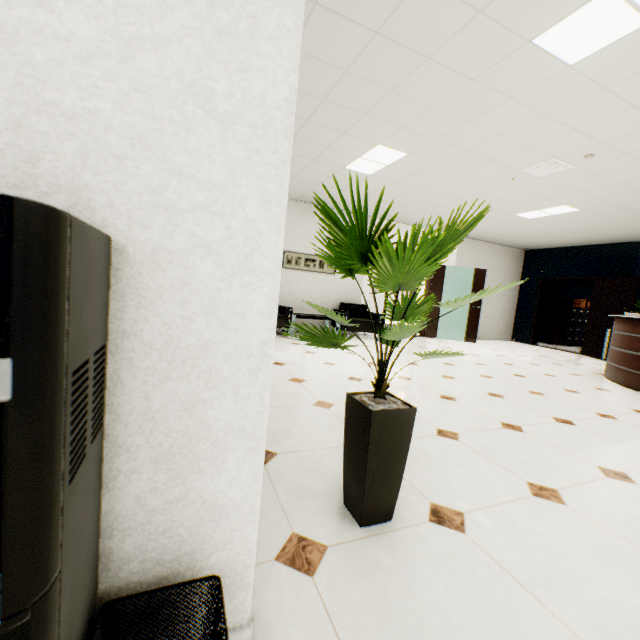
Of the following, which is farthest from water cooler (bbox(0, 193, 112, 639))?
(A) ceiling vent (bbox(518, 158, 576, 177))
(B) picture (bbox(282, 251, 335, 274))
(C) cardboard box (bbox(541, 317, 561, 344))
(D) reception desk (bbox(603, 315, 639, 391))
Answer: (C) cardboard box (bbox(541, 317, 561, 344))

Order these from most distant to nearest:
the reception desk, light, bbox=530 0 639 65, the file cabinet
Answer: the file cabinet, the reception desk, light, bbox=530 0 639 65

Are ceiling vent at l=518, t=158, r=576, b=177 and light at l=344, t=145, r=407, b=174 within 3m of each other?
yes

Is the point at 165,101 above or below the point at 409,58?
below

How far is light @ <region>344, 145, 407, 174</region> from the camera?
4.4m

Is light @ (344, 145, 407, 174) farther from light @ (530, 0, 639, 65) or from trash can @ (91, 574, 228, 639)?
trash can @ (91, 574, 228, 639)

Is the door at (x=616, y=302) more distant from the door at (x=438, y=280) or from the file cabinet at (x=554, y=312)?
the door at (x=438, y=280)

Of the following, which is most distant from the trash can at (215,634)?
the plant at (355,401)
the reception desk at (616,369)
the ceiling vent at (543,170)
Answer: the reception desk at (616,369)
